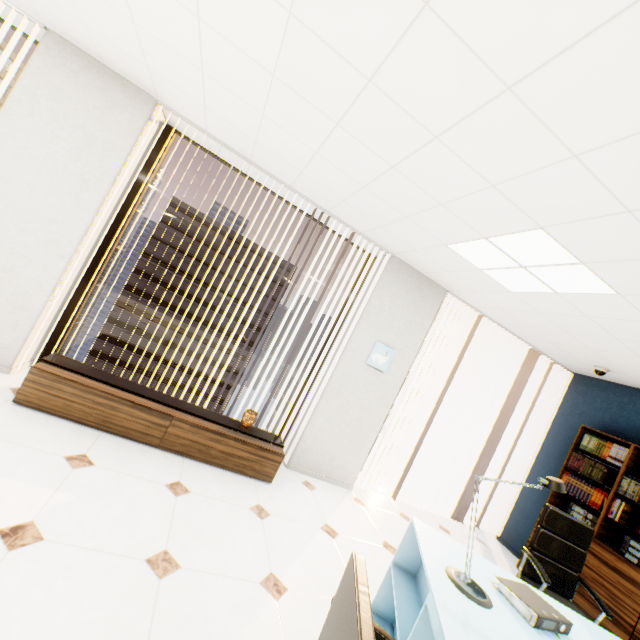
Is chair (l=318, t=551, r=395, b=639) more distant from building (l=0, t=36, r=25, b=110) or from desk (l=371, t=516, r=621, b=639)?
building (l=0, t=36, r=25, b=110)

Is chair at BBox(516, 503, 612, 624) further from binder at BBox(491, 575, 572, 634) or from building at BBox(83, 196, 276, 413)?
building at BBox(83, 196, 276, 413)

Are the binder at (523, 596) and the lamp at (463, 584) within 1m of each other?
yes

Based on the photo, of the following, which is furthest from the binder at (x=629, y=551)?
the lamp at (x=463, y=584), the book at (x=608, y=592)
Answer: the lamp at (x=463, y=584)

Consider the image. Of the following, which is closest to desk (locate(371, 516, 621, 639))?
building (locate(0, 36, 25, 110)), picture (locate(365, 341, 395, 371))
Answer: picture (locate(365, 341, 395, 371))

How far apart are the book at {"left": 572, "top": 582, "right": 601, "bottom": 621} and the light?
2.61m

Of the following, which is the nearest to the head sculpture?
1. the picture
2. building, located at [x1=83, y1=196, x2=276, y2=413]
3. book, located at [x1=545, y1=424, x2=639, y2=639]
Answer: the picture

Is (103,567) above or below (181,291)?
above
